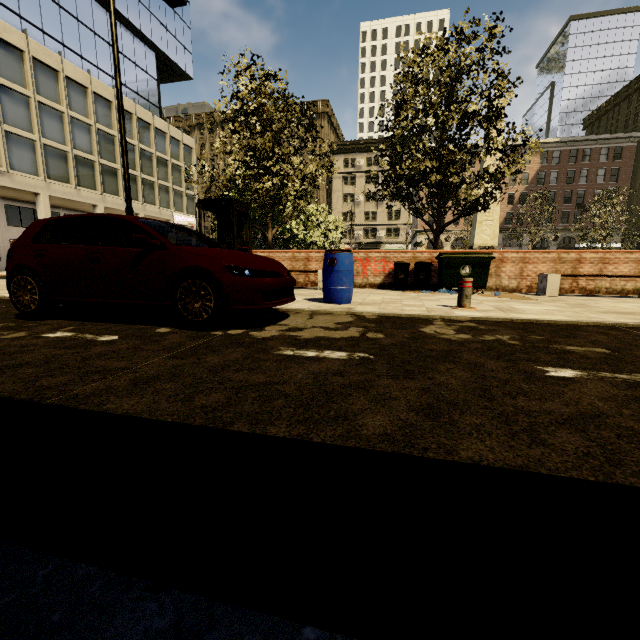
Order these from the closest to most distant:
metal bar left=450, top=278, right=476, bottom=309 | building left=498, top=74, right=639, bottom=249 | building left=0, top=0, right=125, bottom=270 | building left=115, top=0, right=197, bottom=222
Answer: metal bar left=450, top=278, right=476, bottom=309 → building left=0, top=0, right=125, bottom=270 → building left=115, top=0, right=197, bottom=222 → building left=498, top=74, right=639, bottom=249

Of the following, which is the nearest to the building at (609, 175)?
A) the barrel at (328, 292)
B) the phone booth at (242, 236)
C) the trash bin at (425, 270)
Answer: the phone booth at (242, 236)

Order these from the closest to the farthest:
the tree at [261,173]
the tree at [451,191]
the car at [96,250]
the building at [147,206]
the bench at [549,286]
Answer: the car at [96,250], the bench at [549,286], the tree at [451,191], the tree at [261,173], the building at [147,206]

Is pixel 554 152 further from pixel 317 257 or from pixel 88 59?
pixel 88 59

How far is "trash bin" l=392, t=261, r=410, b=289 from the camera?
9.6 meters

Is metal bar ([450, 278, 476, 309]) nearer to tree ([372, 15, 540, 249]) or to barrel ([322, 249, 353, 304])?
barrel ([322, 249, 353, 304])

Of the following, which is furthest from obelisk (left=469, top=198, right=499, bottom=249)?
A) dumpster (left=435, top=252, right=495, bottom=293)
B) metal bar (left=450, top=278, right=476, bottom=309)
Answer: metal bar (left=450, top=278, right=476, bottom=309)

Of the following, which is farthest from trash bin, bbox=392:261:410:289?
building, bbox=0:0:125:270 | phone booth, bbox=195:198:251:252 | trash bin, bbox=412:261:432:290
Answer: building, bbox=0:0:125:270
